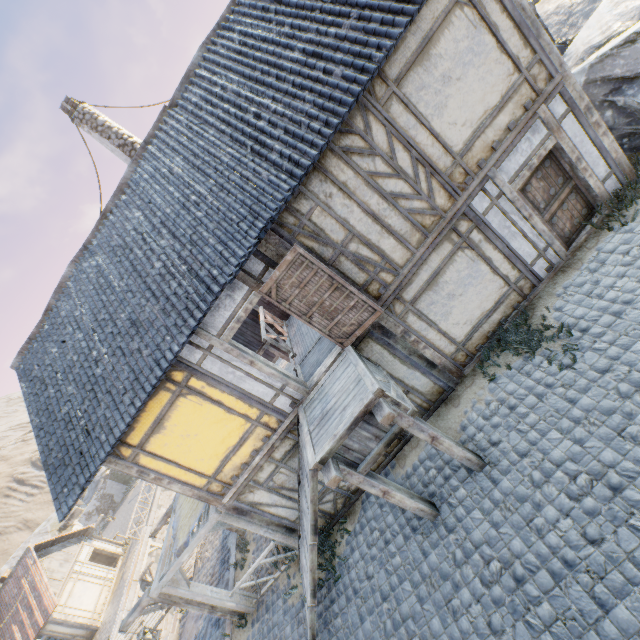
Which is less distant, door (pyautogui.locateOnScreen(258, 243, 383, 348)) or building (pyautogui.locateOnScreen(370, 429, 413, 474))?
door (pyautogui.locateOnScreen(258, 243, 383, 348))

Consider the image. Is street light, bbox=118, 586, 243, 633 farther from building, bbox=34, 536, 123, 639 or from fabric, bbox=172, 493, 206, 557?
building, bbox=34, 536, 123, 639

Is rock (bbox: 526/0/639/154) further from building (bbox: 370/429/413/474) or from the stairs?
the stairs

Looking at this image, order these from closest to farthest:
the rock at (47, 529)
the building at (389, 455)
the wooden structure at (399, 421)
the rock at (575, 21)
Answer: the wooden structure at (399, 421), the rock at (575, 21), the building at (389, 455), the rock at (47, 529)

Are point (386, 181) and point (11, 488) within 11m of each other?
no

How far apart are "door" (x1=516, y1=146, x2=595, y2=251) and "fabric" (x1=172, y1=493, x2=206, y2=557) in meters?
9.9

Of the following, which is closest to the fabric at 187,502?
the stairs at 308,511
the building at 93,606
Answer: the stairs at 308,511

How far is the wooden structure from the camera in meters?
5.3 m
